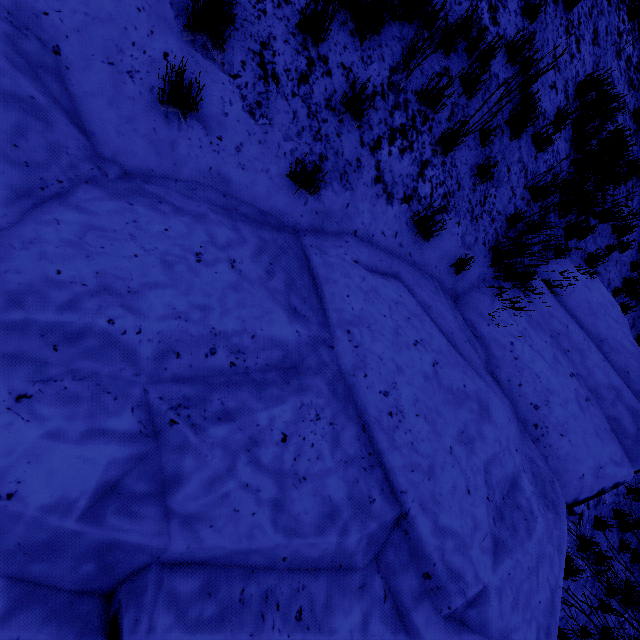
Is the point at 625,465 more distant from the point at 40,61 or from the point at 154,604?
the point at 40,61

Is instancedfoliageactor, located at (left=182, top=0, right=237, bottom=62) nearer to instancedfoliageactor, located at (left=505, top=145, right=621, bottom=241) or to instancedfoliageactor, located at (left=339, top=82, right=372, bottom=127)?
instancedfoliageactor, located at (left=339, top=82, right=372, bottom=127)

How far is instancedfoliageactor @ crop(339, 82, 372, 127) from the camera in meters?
3.1 m

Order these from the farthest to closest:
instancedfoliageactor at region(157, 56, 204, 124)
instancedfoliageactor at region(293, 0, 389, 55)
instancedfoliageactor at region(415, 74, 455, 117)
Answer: instancedfoliageactor at region(415, 74, 455, 117) < instancedfoliageactor at region(293, 0, 389, 55) < instancedfoliageactor at region(157, 56, 204, 124)

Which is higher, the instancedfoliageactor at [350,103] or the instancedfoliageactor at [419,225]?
the instancedfoliageactor at [350,103]

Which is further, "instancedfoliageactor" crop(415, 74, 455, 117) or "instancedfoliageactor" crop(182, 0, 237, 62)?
"instancedfoliageactor" crop(415, 74, 455, 117)

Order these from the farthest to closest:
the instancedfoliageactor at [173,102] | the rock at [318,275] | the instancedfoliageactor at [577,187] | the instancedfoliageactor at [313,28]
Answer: the instancedfoliageactor at [577,187]
the instancedfoliageactor at [313,28]
the instancedfoliageactor at [173,102]
the rock at [318,275]

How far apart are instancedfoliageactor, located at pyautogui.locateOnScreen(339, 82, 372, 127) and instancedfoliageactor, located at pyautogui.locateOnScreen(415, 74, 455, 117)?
0.07m
